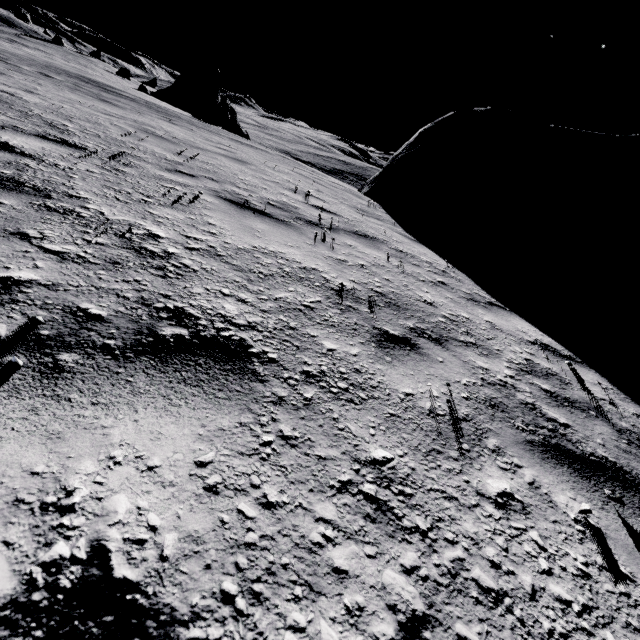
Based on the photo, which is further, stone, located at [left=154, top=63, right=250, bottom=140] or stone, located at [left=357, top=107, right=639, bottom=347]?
stone, located at [left=154, top=63, right=250, bottom=140]

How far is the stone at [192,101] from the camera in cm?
2903

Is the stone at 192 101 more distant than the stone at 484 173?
Yes

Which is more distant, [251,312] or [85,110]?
[85,110]

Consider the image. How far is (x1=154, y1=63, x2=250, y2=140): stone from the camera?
29.0 meters
